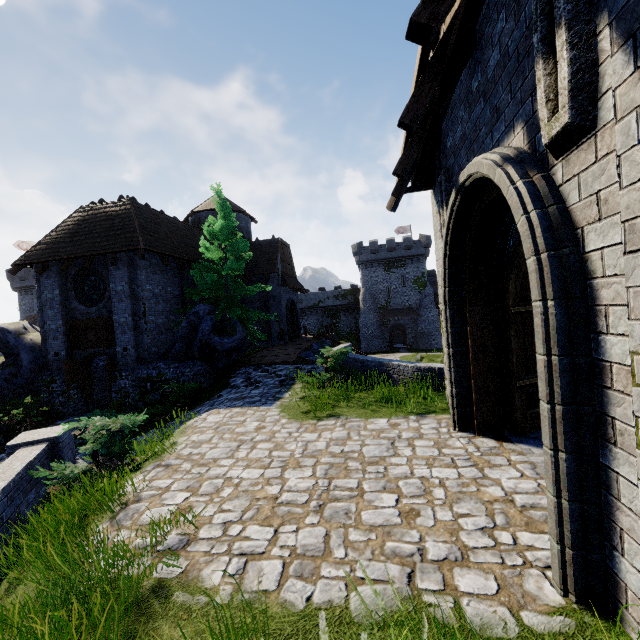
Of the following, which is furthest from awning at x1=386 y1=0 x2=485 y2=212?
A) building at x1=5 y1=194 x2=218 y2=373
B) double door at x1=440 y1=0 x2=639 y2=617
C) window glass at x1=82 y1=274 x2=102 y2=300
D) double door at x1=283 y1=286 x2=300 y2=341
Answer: double door at x1=283 y1=286 x2=300 y2=341

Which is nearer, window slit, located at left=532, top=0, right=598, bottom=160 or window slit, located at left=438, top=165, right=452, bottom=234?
window slit, located at left=532, top=0, right=598, bottom=160

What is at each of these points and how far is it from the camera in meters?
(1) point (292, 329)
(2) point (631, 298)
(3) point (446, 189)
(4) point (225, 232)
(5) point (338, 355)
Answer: (1) double door, 30.7 m
(2) building, 1.8 m
(3) window slit, 5.6 m
(4) tree, 16.9 m
(5) bush, 10.5 m

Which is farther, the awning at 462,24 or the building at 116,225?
the building at 116,225

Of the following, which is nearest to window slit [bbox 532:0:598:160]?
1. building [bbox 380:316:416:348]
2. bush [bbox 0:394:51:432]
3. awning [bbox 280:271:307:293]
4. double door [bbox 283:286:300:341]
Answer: bush [bbox 0:394:51:432]

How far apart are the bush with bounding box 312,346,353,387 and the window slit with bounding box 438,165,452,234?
5.1m

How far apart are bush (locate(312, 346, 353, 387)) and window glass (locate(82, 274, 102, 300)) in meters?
11.3 m

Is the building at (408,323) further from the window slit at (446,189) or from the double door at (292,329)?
the window slit at (446,189)
